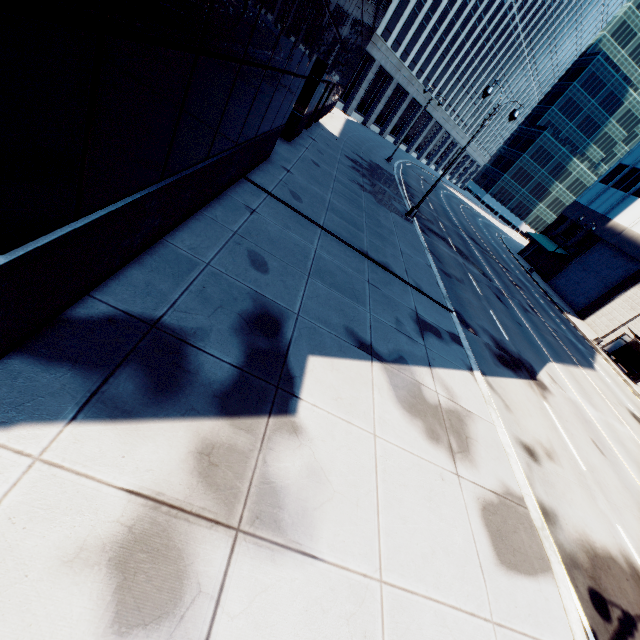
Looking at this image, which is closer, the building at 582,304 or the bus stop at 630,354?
the bus stop at 630,354

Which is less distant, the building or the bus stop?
the bus stop

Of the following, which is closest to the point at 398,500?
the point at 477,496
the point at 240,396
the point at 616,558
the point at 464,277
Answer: the point at 477,496
